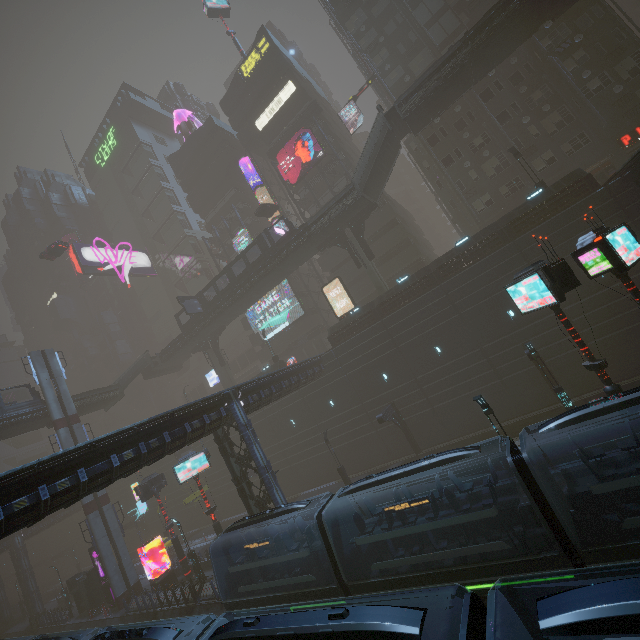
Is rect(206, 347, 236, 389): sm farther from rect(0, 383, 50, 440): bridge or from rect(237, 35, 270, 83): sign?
rect(237, 35, 270, 83): sign

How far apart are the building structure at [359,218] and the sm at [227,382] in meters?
25.7

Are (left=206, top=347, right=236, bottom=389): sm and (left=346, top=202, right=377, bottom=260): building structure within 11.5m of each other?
no

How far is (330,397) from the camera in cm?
3306

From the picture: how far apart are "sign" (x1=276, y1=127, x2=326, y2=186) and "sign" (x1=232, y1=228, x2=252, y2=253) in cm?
900

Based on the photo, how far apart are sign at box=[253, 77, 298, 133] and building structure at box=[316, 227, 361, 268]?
22.7m

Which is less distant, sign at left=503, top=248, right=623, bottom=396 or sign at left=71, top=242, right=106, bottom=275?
sign at left=503, top=248, right=623, bottom=396

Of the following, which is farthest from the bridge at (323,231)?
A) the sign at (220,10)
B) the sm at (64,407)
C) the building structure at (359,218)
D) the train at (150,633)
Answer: the sign at (220,10)
